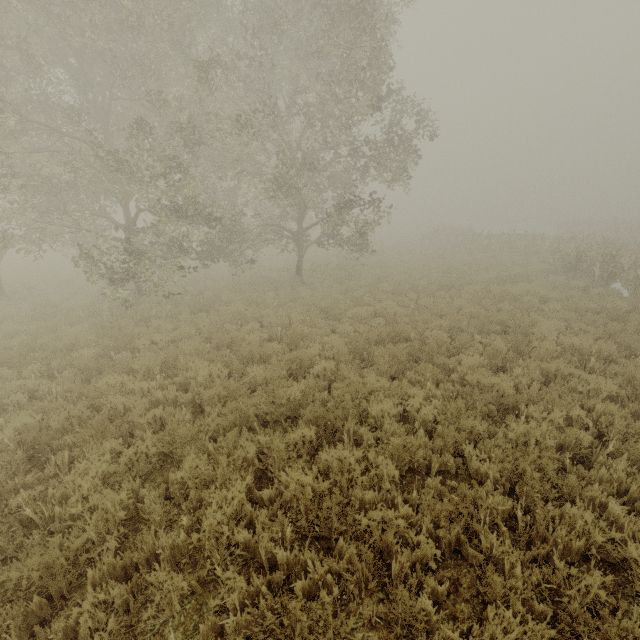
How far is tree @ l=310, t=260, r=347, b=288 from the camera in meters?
16.0 m

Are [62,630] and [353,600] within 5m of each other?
yes

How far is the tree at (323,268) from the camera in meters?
16.0 m
